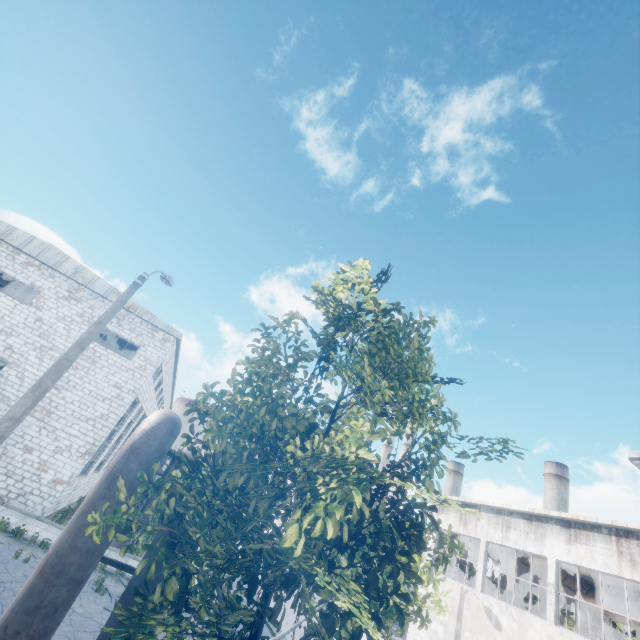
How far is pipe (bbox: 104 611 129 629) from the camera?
3.70m

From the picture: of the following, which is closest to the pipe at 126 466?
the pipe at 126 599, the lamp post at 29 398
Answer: the pipe at 126 599

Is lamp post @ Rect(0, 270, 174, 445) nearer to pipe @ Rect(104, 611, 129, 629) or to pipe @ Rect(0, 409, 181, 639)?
pipe @ Rect(0, 409, 181, 639)

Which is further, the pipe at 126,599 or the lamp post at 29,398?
the lamp post at 29,398

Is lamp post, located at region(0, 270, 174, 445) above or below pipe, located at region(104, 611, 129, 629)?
above

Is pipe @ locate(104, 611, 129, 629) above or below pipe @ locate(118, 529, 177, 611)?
below

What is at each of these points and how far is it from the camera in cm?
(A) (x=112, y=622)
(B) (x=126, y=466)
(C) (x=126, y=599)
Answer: (A) pipe, 375
(B) pipe, 424
(C) pipe, 386
